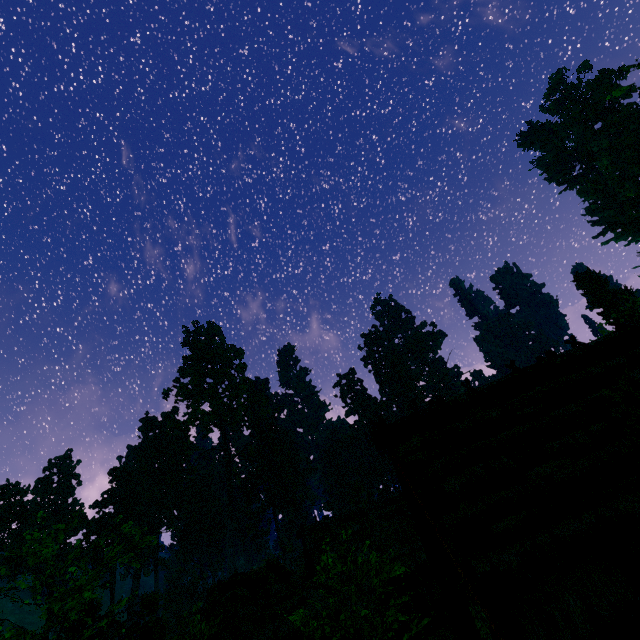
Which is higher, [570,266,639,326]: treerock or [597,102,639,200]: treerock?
[597,102,639,200]: treerock

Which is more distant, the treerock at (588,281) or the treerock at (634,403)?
the treerock at (588,281)

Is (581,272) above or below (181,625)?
above

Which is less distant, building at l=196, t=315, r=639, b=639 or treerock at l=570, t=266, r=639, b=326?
building at l=196, t=315, r=639, b=639

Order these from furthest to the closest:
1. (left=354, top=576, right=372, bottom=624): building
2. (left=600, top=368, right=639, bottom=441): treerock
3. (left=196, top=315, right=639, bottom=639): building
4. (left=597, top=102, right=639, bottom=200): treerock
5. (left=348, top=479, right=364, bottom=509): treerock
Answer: (left=597, top=102, right=639, bottom=200): treerock → (left=348, top=479, right=364, bottom=509): treerock → (left=354, top=576, right=372, bottom=624): building → (left=196, top=315, right=639, bottom=639): building → (left=600, top=368, right=639, bottom=441): treerock

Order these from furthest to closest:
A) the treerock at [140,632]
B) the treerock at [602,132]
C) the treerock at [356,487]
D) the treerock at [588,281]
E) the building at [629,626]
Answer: the treerock at [602,132] < the treerock at [356,487] < the treerock at [588,281] < the treerock at [140,632] < the building at [629,626]

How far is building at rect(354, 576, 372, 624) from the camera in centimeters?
1913cm

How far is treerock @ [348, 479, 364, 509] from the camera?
40.03m
